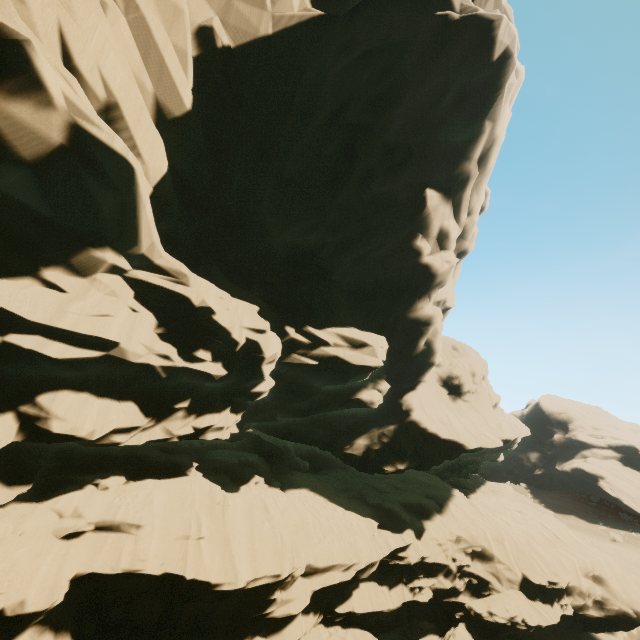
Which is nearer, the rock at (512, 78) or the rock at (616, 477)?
the rock at (512, 78)

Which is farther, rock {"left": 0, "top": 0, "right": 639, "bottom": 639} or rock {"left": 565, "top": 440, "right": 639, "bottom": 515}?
rock {"left": 565, "top": 440, "right": 639, "bottom": 515}

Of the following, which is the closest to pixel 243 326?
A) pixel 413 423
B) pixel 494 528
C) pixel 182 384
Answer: pixel 182 384
